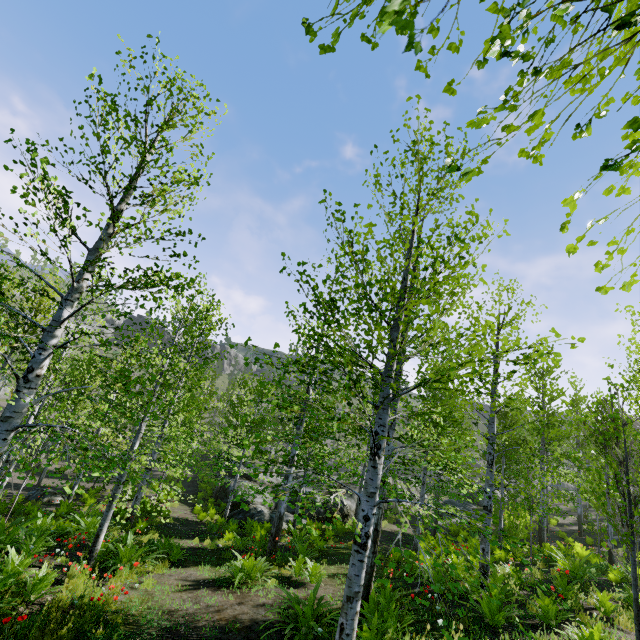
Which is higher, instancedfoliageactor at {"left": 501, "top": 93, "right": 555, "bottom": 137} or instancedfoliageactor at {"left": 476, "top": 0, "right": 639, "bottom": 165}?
instancedfoliageactor at {"left": 476, "top": 0, "right": 639, "bottom": 165}

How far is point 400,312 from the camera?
4.9m

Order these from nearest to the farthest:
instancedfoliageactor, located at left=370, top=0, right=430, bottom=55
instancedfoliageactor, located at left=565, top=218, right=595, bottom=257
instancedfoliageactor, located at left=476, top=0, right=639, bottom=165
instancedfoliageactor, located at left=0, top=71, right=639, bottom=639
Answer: instancedfoliageactor, located at left=370, top=0, right=430, bottom=55
instancedfoliageactor, located at left=476, top=0, right=639, bottom=165
instancedfoliageactor, located at left=565, top=218, right=595, bottom=257
instancedfoliageactor, located at left=0, top=71, right=639, bottom=639

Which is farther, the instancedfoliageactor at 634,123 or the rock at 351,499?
the rock at 351,499

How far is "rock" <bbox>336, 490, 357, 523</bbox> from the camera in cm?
1959

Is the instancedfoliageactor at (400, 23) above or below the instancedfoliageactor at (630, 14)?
below
